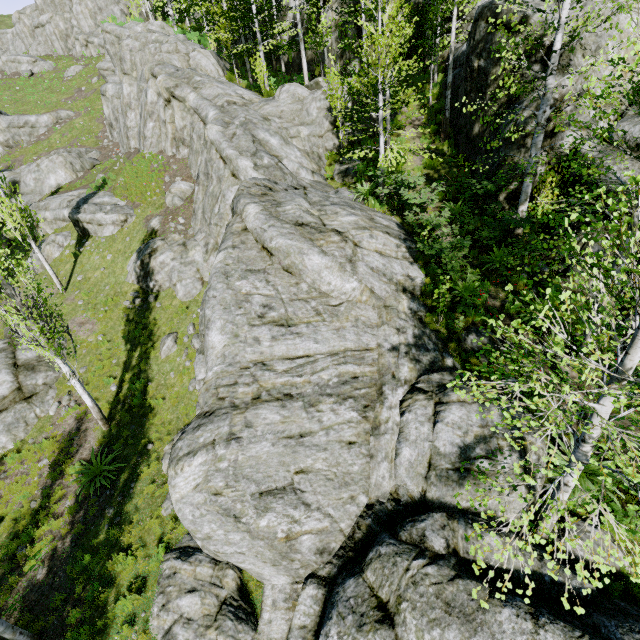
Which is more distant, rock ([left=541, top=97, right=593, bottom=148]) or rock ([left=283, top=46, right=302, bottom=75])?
rock ([left=283, top=46, right=302, bottom=75])

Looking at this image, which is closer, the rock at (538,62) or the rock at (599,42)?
the rock at (599,42)

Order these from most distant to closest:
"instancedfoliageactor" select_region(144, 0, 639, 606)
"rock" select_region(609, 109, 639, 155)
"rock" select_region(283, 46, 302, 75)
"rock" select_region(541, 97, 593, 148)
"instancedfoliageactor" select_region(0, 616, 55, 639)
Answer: "rock" select_region(283, 46, 302, 75)
"rock" select_region(541, 97, 593, 148)
"rock" select_region(609, 109, 639, 155)
"instancedfoliageactor" select_region(0, 616, 55, 639)
"instancedfoliageactor" select_region(144, 0, 639, 606)

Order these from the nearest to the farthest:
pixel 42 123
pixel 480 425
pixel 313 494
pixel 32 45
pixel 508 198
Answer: pixel 313 494 → pixel 480 425 → pixel 508 198 → pixel 42 123 → pixel 32 45

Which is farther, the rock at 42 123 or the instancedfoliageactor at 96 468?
the rock at 42 123

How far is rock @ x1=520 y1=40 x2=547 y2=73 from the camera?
11.5m
